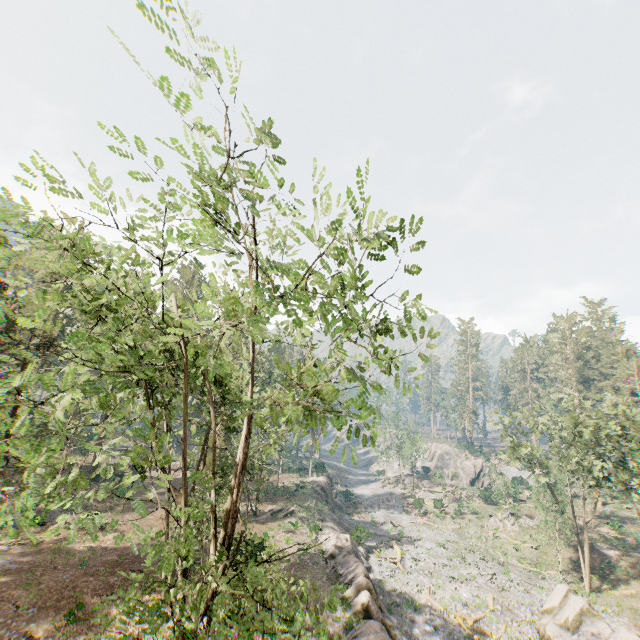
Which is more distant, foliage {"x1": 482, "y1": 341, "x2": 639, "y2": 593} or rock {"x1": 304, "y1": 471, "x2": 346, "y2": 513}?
rock {"x1": 304, "y1": 471, "x2": 346, "y2": 513}

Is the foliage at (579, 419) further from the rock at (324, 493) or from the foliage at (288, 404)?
the rock at (324, 493)

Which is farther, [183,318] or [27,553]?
[27,553]

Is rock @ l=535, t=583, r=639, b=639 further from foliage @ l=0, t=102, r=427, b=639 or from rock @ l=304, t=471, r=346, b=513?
rock @ l=304, t=471, r=346, b=513

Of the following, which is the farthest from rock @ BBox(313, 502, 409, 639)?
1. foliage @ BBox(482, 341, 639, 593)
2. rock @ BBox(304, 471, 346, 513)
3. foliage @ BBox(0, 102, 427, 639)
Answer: rock @ BBox(304, 471, 346, 513)

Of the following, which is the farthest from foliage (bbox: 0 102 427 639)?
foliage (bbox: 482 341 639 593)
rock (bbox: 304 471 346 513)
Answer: rock (bbox: 304 471 346 513)

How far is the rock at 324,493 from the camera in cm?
4809

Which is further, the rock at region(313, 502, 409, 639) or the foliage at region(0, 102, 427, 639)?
the rock at region(313, 502, 409, 639)
